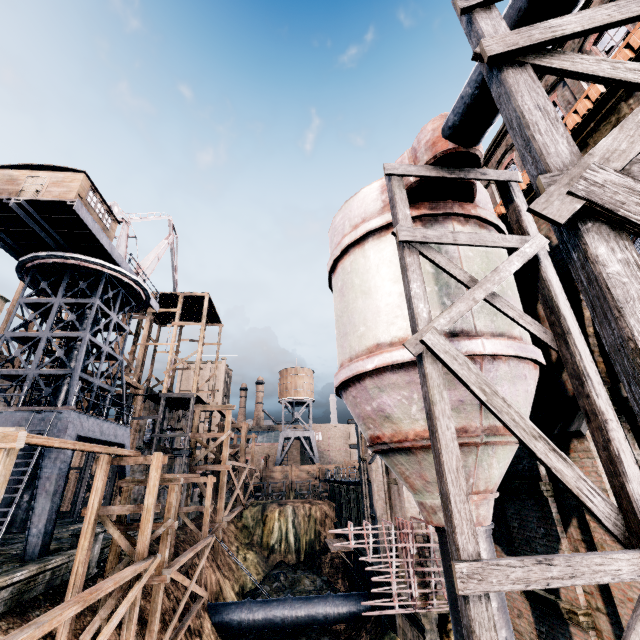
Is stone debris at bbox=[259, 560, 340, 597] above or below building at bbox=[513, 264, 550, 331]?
below

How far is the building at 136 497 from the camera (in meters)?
28.61

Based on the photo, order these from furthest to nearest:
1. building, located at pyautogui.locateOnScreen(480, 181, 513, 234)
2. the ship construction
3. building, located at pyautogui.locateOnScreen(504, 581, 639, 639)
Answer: the ship construction → building, located at pyautogui.locateOnScreen(480, 181, 513, 234) → building, located at pyautogui.locateOnScreen(504, 581, 639, 639)

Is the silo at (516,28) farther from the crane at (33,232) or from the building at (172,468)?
the crane at (33,232)

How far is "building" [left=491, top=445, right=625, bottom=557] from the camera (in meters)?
7.15

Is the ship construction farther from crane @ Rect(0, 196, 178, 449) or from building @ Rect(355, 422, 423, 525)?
crane @ Rect(0, 196, 178, 449)

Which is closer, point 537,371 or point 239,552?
point 537,371
